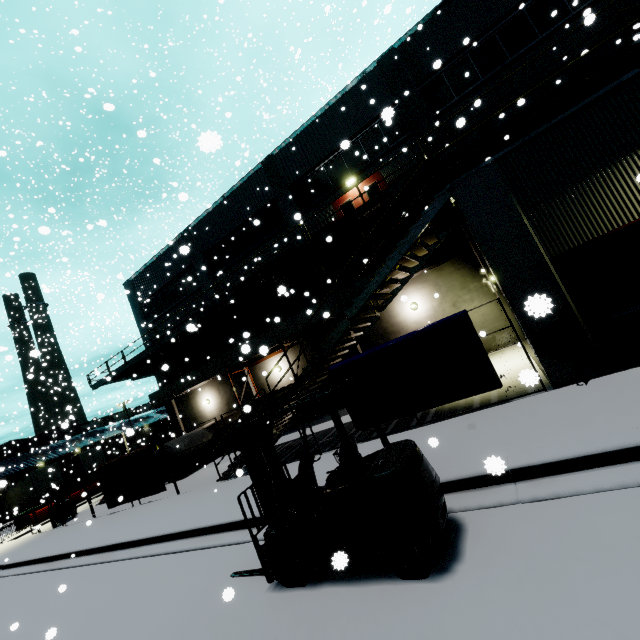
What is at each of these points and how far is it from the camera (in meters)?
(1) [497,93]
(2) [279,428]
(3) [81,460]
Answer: (1) building, 13.70
(2) metal stair, 12.92
(3) semi trailer, 40.88

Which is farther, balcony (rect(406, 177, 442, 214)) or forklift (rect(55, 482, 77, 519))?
forklift (rect(55, 482, 77, 519))

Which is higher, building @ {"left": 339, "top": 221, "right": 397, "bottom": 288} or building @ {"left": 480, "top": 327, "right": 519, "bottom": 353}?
building @ {"left": 339, "top": 221, "right": 397, "bottom": 288}

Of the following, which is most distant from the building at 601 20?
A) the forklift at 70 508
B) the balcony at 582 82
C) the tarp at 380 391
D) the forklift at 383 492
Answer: the forklift at 70 508

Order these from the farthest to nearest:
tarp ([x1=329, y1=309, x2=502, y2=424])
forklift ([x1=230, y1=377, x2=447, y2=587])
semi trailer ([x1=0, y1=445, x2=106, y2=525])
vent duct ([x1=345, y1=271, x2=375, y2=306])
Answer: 1. semi trailer ([x1=0, y1=445, x2=106, y2=525])
2. vent duct ([x1=345, y1=271, x2=375, y2=306])
3. tarp ([x1=329, y1=309, x2=502, y2=424])
4. forklift ([x1=230, y1=377, x2=447, y2=587])

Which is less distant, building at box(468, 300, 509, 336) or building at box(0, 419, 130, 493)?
building at box(468, 300, 509, 336)

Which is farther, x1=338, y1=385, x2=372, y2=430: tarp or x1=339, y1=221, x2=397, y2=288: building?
x1=339, y1=221, x2=397, y2=288: building

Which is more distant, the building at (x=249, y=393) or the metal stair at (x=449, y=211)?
the building at (x=249, y=393)
